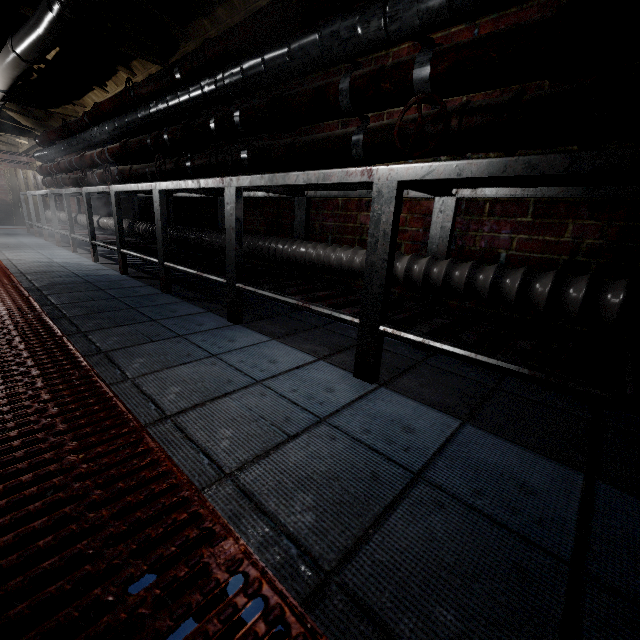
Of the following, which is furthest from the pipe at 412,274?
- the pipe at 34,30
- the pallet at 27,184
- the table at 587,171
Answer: the pallet at 27,184

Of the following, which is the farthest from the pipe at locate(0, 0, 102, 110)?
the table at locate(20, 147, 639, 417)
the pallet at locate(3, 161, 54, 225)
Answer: the pallet at locate(3, 161, 54, 225)

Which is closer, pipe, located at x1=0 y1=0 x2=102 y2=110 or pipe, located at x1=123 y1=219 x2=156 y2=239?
pipe, located at x1=0 y1=0 x2=102 y2=110

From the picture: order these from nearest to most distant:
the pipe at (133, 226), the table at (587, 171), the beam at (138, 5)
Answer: the table at (587, 171)
the beam at (138, 5)
the pipe at (133, 226)

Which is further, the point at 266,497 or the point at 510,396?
the point at 510,396

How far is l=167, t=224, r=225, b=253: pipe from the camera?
2.7 meters

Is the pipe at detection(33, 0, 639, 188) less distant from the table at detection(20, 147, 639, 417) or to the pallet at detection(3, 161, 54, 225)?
the table at detection(20, 147, 639, 417)

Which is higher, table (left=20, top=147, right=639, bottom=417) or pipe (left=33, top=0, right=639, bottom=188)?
pipe (left=33, top=0, right=639, bottom=188)
